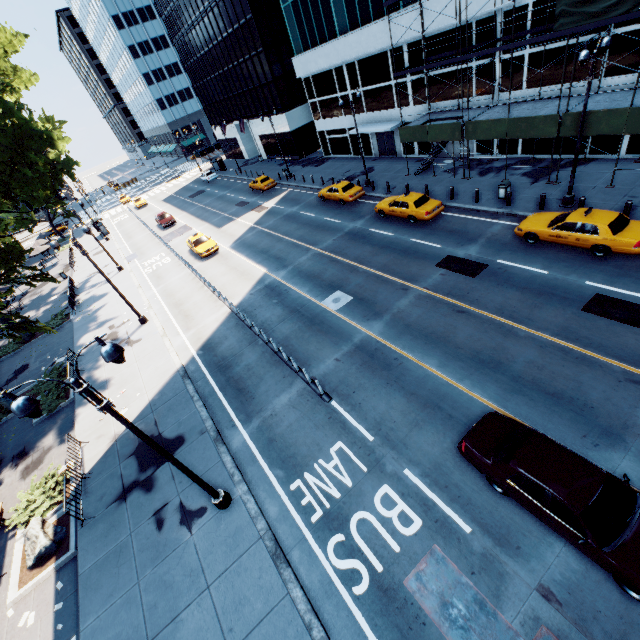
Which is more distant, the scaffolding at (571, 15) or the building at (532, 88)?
the building at (532, 88)

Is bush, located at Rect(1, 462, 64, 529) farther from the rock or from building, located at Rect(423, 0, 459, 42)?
building, located at Rect(423, 0, 459, 42)

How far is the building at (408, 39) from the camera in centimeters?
2514cm

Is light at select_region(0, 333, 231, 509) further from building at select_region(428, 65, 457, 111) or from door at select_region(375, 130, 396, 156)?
door at select_region(375, 130, 396, 156)

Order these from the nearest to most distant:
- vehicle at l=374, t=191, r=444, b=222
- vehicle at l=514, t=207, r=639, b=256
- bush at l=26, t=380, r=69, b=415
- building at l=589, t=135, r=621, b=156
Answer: vehicle at l=514, t=207, r=639, b=256 < bush at l=26, t=380, r=69, b=415 < building at l=589, t=135, r=621, b=156 < vehicle at l=374, t=191, r=444, b=222

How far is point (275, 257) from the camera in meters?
25.0 m

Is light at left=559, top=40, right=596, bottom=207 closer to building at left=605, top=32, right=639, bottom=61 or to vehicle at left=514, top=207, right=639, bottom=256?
vehicle at left=514, top=207, right=639, bottom=256

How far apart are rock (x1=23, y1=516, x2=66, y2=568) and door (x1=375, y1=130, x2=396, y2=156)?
37.5 meters
